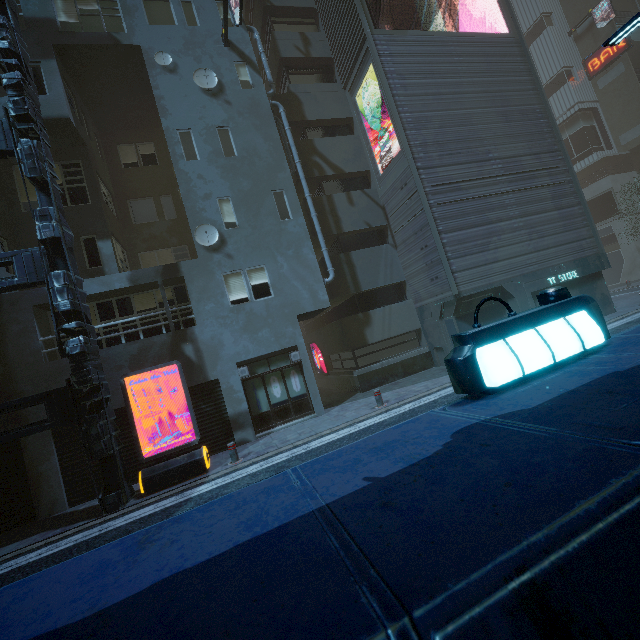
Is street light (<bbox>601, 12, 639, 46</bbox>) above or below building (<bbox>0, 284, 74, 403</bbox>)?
above

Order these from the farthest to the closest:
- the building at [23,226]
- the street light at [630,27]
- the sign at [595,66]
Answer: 1. the sign at [595,66]
2. the building at [23,226]
3. the street light at [630,27]

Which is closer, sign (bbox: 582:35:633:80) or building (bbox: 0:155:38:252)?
building (bbox: 0:155:38:252)

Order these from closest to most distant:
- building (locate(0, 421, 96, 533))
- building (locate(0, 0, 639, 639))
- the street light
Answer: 1. building (locate(0, 0, 639, 639))
2. the street light
3. building (locate(0, 421, 96, 533))

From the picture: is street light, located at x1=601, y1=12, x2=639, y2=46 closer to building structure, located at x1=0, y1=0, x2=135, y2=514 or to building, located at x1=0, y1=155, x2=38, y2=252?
building, located at x1=0, y1=155, x2=38, y2=252

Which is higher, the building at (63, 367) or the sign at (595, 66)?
the sign at (595, 66)

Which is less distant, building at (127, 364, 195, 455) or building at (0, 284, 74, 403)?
building at (0, 284, 74, 403)

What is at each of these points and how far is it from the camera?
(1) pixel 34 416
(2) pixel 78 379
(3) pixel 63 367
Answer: (1) building, 9.9 meters
(2) building structure, 8.5 meters
(3) building, 10.3 meters
